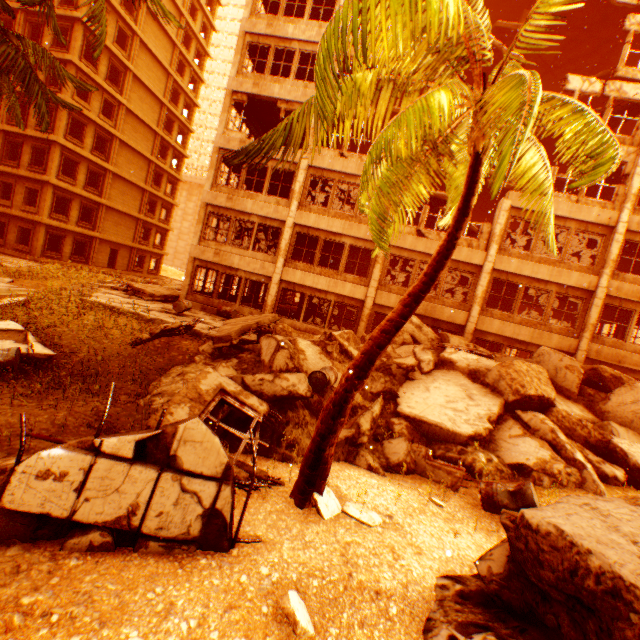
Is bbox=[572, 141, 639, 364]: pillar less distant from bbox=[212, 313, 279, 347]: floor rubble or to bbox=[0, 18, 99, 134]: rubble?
bbox=[0, 18, 99, 134]: rubble

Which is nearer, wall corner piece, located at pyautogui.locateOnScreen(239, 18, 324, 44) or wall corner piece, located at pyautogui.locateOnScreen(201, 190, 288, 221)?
wall corner piece, located at pyautogui.locateOnScreen(239, 18, 324, 44)

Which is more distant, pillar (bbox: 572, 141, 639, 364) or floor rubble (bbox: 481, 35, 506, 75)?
floor rubble (bbox: 481, 35, 506, 75)

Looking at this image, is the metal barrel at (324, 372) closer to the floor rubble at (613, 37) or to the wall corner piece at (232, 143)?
the wall corner piece at (232, 143)

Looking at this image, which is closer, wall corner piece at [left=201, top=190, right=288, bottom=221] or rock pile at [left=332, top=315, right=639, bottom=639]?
rock pile at [left=332, top=315, right=639, bottom=639]

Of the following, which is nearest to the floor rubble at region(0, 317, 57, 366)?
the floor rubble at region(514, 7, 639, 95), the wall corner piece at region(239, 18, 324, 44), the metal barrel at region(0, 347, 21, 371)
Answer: the metal barrel at region(0, 347, 21, 371)

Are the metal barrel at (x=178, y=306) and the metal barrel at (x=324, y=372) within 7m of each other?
no

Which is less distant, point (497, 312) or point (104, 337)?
point (104, 337)
